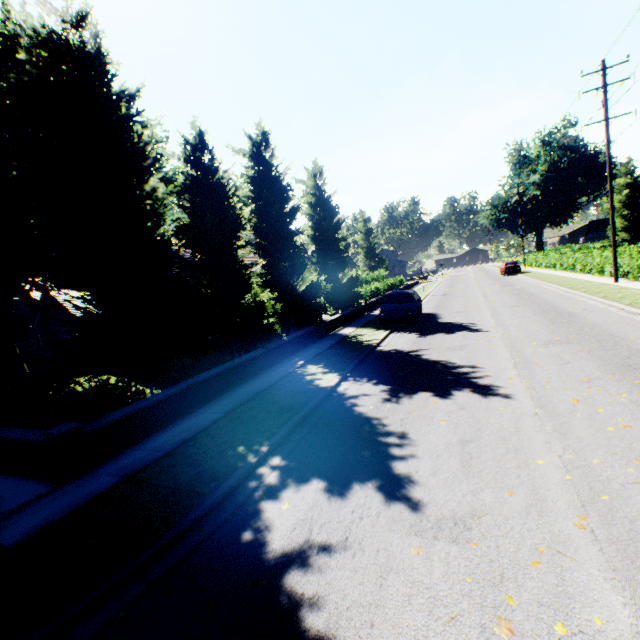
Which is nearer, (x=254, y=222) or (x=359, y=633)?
(x=359, y=633)

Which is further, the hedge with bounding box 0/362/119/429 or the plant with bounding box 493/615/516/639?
the hedge with bounding box 0/362/119/429

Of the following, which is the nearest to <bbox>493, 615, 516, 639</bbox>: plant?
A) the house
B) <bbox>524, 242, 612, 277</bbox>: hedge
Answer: <bbox>524, 242, 612, 277</bbox>: hedge

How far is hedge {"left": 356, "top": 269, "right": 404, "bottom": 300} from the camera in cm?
2761

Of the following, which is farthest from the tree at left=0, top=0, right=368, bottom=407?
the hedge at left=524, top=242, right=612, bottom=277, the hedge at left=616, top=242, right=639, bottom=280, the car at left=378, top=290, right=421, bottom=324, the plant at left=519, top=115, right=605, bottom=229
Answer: the hedge at left=616, top=242, right=639, bottom=280

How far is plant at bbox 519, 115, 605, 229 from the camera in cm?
5438

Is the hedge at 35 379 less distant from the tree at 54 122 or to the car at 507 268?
the tree at 54 122

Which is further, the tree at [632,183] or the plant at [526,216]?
the plant at [526,216]
